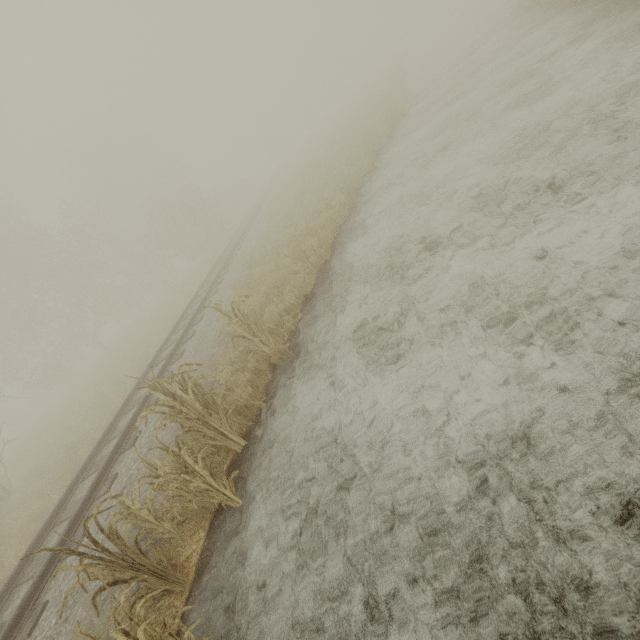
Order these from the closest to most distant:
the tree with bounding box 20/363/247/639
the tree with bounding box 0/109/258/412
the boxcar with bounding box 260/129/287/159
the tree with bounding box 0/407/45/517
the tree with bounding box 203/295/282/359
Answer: the tree with bounding box 20/363/247/639
the tree with bounding box 203/295/282/359
the tree with bounding box 0/407/45/517
the tree with bounding box 0/109/258/412
the boxcar with bounding box 260/129/287/159

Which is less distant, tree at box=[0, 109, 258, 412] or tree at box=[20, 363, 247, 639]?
tree at box=[20, 363, 247, 639]

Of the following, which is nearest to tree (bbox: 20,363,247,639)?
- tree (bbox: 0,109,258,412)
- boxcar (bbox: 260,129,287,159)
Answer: tree (bbox: 0,109,258,412)

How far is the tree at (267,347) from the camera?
6.07m

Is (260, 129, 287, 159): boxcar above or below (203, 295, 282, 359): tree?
above

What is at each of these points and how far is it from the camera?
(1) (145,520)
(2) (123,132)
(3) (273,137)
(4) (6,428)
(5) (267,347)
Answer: (1) tree, 4.4m
(2) tree, 37.2m
(3) boxcar, 58.1m
(4) tree, 44.2m
(5) tree, 6.2m

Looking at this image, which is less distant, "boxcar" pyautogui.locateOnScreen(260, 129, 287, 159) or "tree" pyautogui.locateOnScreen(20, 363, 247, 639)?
"tree" pyautogui.locateOnScreen(20, 363, 247, 639)

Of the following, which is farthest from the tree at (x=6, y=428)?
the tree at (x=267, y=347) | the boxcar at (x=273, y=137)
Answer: the boxcar at (x=273, y=137)
